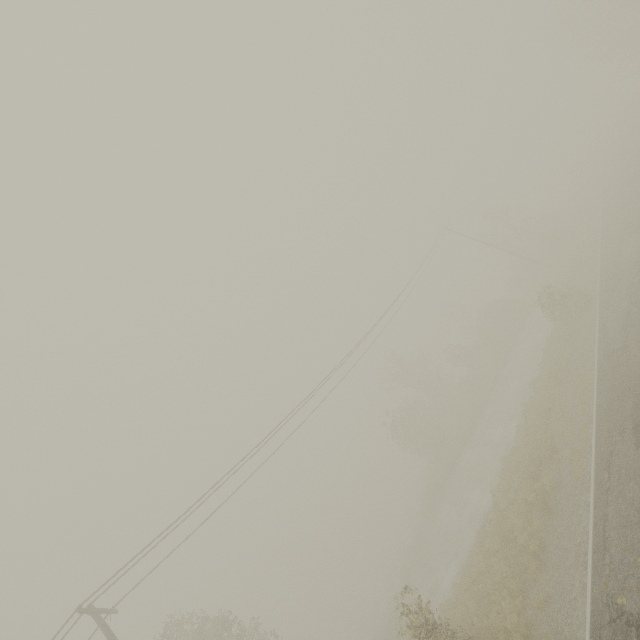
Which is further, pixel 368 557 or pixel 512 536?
pixel 368 557

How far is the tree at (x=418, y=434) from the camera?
31.7 meters

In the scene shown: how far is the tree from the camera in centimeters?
3172cm
